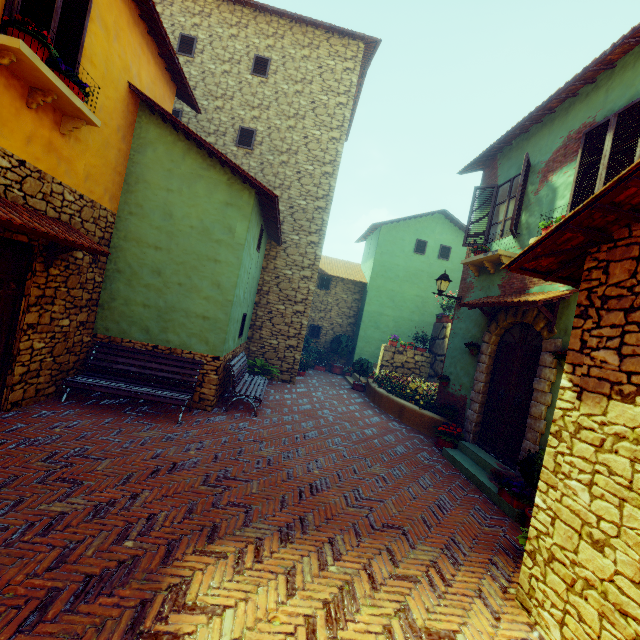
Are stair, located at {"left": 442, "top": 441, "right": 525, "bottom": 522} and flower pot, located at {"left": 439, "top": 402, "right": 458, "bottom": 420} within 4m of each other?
yes

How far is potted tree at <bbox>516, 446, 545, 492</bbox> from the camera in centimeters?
456cm

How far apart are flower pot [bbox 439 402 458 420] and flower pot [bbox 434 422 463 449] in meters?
0.3 m

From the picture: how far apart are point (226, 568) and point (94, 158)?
6.7 meters

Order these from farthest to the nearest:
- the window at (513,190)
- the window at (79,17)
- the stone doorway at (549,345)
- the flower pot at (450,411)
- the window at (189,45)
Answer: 1. the window at (189,45)
2. the flower pot at (450,411)
3. the window at (513,190)
4. the stone doorway at (549,345)
5. the window at (79,17)

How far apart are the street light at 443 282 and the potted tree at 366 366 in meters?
4.5

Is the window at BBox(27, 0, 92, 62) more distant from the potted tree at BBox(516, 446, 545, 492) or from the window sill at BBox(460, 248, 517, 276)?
the potted tree at BBox(516, 446, 545, 492)

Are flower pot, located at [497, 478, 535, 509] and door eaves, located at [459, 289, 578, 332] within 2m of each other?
no
